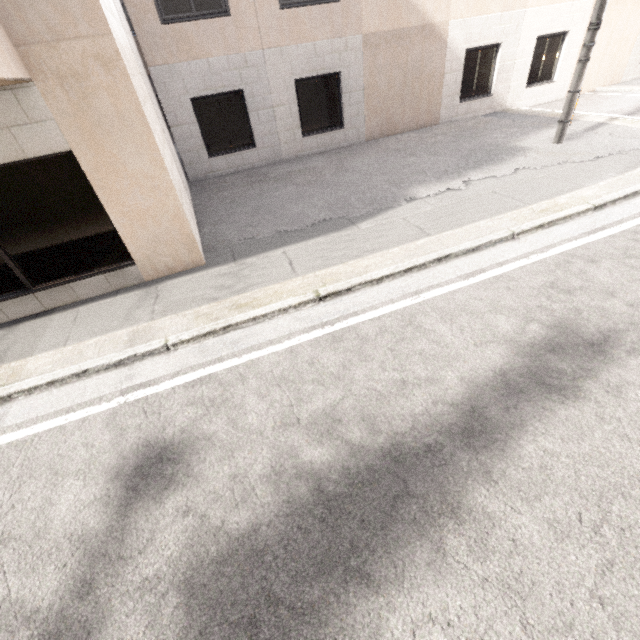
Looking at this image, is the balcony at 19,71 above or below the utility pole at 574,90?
above

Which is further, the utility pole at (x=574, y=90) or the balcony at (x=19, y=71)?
the utility pole at (x=574, y=90)

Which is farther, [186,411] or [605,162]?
[605,162]

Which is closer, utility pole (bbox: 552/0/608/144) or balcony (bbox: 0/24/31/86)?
balcony (bbox: 0/24/31/86)

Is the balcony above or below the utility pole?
above
